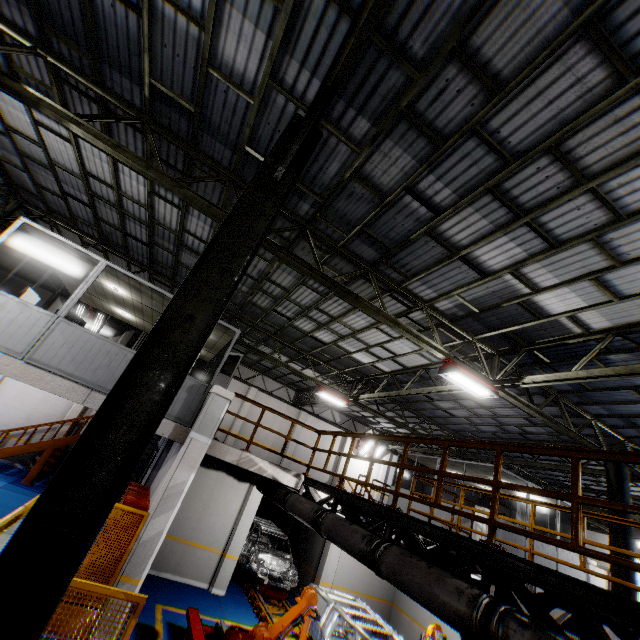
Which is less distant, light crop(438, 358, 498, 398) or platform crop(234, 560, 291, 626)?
light crop(438, 358, 498, 398)

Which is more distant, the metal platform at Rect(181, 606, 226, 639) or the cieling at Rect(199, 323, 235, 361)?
the cieling at Rect(199, 323, 235, 361)

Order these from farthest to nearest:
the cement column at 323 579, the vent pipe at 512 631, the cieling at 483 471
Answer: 1. the cieling at 483 471
2. the cement column at 323 579
3. the vent pipe at 512 631

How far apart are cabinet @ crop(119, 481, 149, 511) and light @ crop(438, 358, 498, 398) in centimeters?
810cm

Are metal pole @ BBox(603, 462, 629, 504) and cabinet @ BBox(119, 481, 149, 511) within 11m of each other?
no

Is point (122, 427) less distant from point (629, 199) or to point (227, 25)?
point (227, 25)

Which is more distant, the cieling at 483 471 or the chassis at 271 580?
the cieling at 483 471

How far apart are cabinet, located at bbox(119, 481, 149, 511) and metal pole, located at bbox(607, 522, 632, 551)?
12.8m
